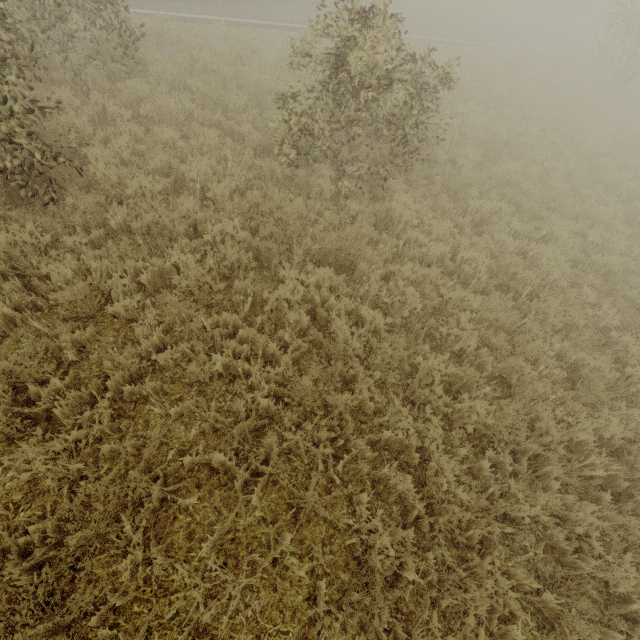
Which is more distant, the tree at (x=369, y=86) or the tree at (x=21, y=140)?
the tree at (x=369, y=86)

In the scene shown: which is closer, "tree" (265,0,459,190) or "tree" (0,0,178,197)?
"tree" (0,0,178,197)

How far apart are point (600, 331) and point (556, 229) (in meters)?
2.57
